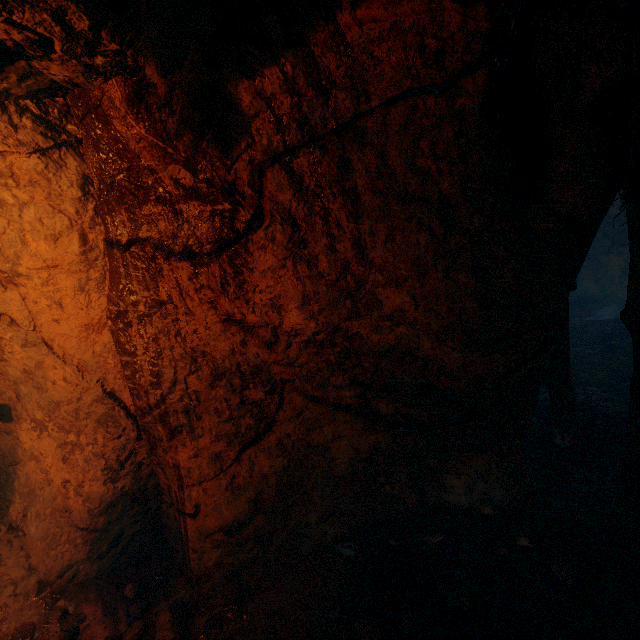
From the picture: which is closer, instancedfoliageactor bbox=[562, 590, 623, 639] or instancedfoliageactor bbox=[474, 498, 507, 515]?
instancedfoliageactor bbox=[562, 590, 623, 639]

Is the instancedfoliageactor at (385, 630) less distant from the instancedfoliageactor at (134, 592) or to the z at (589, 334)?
the instancedfoliageactor at (134, 592)

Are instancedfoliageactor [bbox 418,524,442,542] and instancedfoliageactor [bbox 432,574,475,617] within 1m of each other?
yes

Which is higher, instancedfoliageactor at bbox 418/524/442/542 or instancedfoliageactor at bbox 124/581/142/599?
instancedfoliageactor at bbox 124/581/142/599

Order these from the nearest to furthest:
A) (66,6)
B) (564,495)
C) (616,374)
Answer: (66,6), (564,495), (616,374)

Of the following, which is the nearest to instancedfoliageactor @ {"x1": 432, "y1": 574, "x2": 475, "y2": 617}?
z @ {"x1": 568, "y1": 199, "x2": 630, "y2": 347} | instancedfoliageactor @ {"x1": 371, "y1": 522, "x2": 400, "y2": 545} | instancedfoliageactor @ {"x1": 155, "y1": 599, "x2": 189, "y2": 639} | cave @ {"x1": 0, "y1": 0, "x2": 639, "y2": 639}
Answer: cave @ {"x1": 0, "y1": 0, "x2": 639, "y2": 639}

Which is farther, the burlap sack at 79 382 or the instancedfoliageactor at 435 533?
the instancedfoliageactor at 435 533

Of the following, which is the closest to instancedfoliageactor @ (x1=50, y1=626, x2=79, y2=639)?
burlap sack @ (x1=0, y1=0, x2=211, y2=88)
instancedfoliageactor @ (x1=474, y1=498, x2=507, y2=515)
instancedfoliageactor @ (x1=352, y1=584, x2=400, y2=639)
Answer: burlap sack @ (x1=0, y1=0, x2=211, y2=88)
